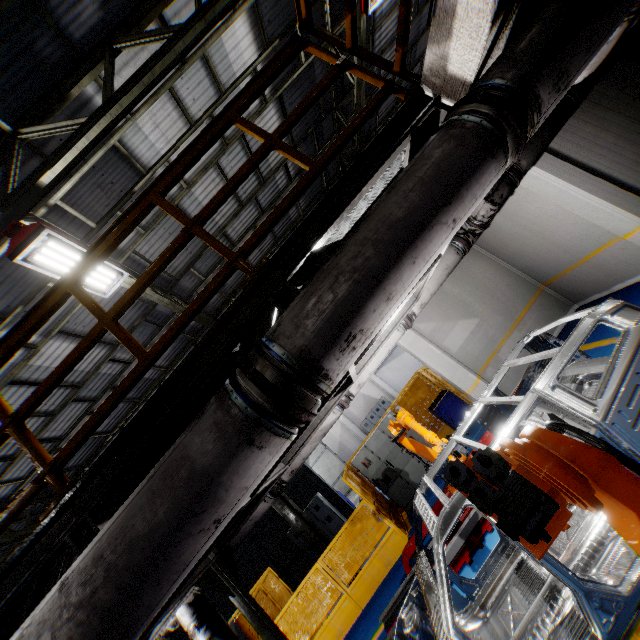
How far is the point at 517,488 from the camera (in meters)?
1.39

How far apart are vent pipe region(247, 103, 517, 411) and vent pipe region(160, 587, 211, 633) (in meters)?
3.14

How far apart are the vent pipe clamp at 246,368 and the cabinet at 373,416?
23.2m

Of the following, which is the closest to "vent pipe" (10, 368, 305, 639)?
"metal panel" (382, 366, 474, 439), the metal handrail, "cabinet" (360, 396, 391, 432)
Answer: the metal handrail

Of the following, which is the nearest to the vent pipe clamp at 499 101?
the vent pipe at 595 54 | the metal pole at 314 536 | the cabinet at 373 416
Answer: the vent pipe at 595 54

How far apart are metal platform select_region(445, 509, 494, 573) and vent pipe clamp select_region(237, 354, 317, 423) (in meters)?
5.43

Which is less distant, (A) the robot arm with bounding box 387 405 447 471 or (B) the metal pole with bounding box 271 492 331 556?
(A) the robot arm with bounding box 387 405 447 471

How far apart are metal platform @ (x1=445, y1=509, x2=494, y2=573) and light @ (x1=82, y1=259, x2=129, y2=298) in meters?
7.5
